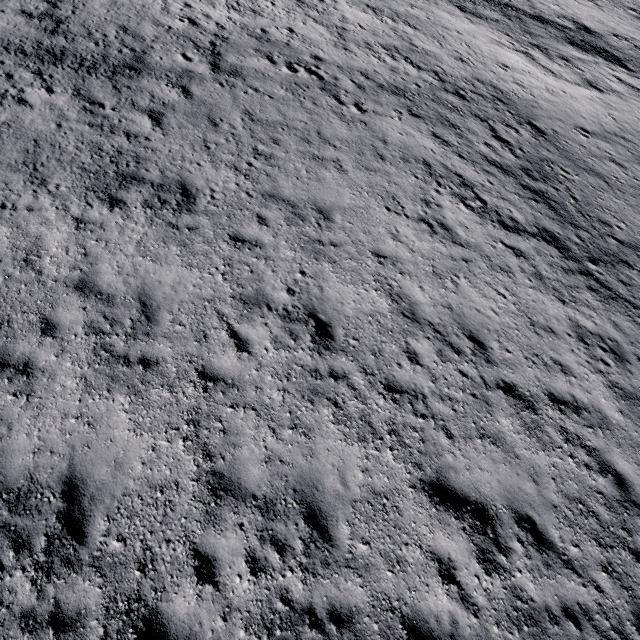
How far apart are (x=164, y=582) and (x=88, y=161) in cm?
1117
